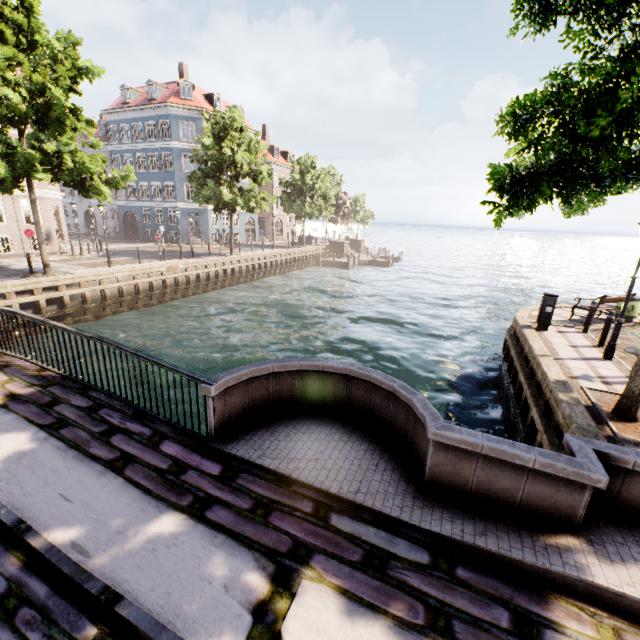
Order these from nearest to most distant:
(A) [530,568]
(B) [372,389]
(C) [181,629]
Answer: (C) [181,629], (A) [530,568], (B) [372,389]

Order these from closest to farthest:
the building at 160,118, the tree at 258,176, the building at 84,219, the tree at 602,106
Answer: the tree at 602,106 < the building at 84,219 < the tree at 258,176 < the building at 160,118

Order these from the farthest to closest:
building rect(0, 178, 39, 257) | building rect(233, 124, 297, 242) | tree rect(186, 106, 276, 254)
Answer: building rect(233, 124, 297, 242)
tree rect(186, 106, 276, 254)
building rect(0, 178, 39, 257)

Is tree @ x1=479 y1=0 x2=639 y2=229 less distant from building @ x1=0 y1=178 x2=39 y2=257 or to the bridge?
the bridge

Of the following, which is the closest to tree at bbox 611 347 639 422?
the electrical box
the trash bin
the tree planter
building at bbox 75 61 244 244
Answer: the tree planter

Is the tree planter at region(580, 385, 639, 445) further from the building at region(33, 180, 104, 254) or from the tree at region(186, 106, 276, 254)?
the building at region(33, 180, 104, 254)

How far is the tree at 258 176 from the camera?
23.4 meters

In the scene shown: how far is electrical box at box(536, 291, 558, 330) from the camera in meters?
10.7 m
